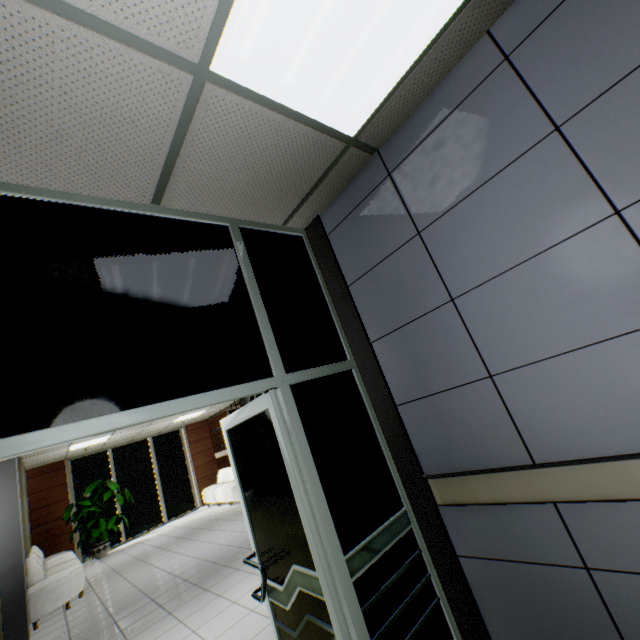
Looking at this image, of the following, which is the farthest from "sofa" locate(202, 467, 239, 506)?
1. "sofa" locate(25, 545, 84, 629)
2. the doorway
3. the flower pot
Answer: the doorway

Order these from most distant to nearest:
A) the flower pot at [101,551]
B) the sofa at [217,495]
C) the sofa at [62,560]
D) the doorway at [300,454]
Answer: the sofa at [217,495] → the flower pot at [101,551] → the sofa at [62,560] → the doorway at [300,454]

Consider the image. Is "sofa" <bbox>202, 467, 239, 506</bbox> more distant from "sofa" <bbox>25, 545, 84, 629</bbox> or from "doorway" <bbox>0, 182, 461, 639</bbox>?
"doorway" <bbox>0, 182, 461, 639</bbox>

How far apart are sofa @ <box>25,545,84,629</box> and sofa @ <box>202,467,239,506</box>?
3.98m

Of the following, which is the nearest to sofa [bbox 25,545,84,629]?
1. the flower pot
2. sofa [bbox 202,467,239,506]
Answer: the flower pot

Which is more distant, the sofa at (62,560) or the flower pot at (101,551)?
the flower pot at (101,551)

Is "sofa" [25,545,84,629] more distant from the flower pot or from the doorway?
the doorway

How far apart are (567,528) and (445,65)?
2.5 meters
